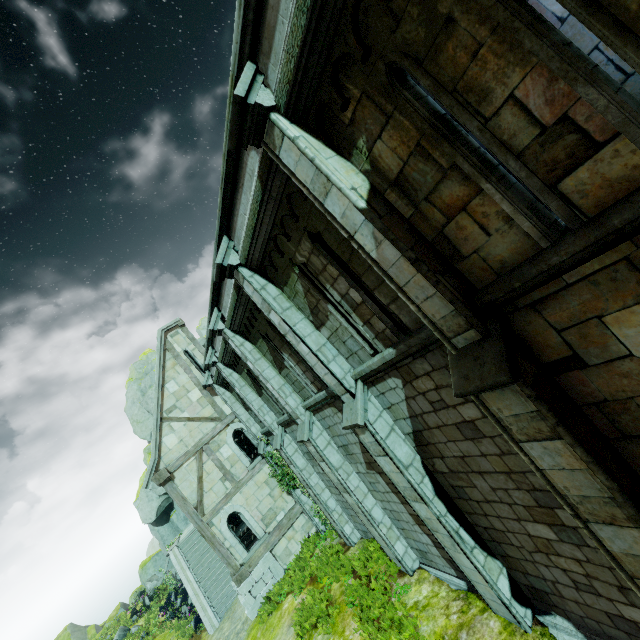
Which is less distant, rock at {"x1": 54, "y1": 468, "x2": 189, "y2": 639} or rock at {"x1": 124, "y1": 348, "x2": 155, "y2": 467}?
rock at {"x1": 54, "y1": 468, "x2": 189, "y2": 639}

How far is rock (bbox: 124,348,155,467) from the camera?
30.80m

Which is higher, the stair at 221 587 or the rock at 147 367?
the rock at 147 367

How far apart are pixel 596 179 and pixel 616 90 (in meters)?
0.62

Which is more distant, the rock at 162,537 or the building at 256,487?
the rock at 162,537

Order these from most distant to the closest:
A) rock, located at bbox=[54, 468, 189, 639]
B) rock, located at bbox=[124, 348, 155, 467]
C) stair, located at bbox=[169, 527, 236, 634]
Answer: rock, located at bbox=[124, 348, 155, 467] < rock, located at bbox=[54, 468, 189, 639] < stair, located at bbox=[169, 527, 236, 634]

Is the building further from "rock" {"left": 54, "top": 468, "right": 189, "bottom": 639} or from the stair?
"rock" {"left": 54, "top": 468, "right": 189, "bottom": 639}
